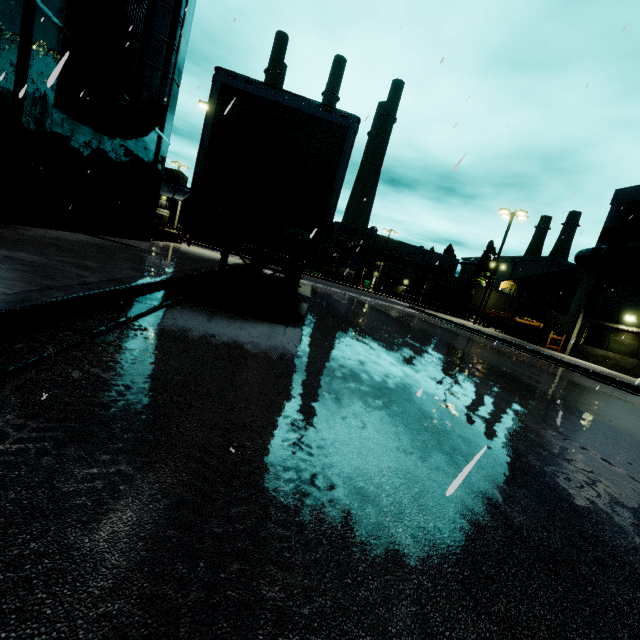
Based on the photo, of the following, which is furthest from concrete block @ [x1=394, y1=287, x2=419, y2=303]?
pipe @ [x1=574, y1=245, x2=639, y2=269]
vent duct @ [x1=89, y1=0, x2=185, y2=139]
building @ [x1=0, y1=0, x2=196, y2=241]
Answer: vent duct @ [x1=89, y1=0, x2=185, y2=139]

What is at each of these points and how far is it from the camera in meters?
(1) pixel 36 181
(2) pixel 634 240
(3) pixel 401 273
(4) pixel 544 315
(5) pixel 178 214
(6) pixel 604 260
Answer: (1) building, 8.2 m
(2) building, 18.8 m
(3) building, 51.9 m
(4) semi trailer, 34.5 m
(5) building, 48.9 m
(6) pipe, 19.2 m

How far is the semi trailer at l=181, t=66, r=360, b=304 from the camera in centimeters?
560cm

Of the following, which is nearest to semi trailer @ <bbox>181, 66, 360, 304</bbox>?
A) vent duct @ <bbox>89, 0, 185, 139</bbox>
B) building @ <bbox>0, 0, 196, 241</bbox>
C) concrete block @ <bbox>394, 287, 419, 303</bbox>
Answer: building @ <bbox>0, 0, 196, 241</bbox>

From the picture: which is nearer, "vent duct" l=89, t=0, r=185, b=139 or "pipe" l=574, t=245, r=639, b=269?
"vent duct" l=89, t=0, r=185, b=139

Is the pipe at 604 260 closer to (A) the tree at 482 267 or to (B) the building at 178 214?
(B) the building at 178 214

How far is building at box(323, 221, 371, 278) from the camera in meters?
57.2

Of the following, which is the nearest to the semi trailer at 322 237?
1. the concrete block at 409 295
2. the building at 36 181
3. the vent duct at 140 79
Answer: the building at 36 181
